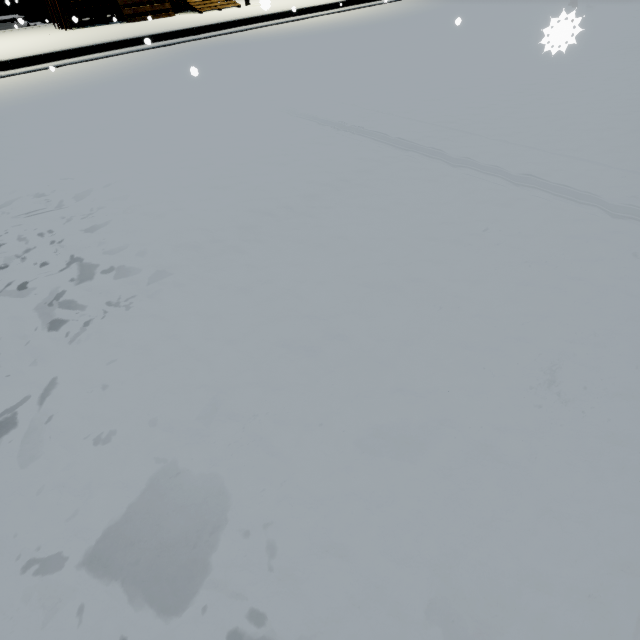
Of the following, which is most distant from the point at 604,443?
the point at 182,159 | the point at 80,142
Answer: the point at 80,142

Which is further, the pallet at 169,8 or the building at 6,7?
the building at 6,7

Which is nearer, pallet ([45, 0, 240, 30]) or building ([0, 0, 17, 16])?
pallet ([45, 0, 240, 30])
